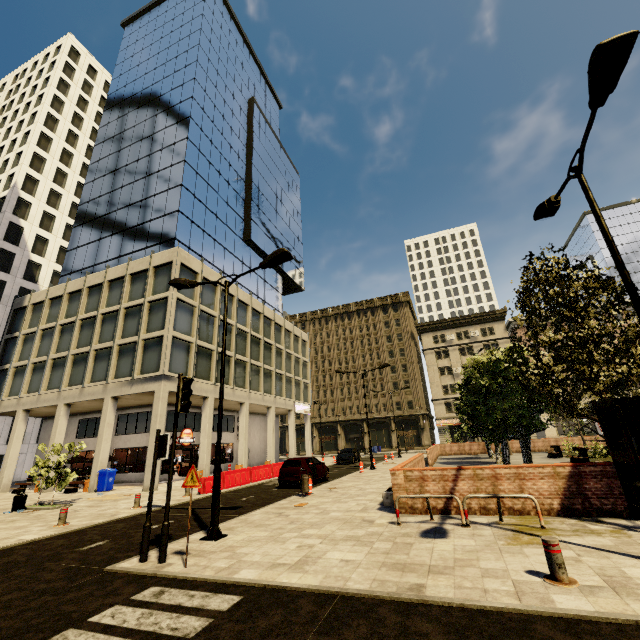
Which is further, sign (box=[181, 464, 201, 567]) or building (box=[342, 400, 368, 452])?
building (box=[342, 400, 368, 452])

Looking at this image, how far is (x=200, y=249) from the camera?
30.8 meters

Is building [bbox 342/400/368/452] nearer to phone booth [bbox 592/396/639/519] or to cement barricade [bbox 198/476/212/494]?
cement barricade [bbox 198/476/212/494]

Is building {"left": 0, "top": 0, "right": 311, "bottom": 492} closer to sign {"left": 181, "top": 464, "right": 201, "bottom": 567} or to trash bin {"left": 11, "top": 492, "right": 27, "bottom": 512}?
trash bin {"left": 11, "top": 492, "right": 27, "bottom": 512}

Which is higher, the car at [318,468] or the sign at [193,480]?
the sign at [193,480]

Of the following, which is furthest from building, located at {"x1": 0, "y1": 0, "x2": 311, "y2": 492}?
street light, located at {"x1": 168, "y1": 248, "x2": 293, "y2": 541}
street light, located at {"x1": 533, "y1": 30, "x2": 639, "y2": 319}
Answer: street light, located at {"x1": 533, "y1": 30, "x2": 639, "y2": 319}

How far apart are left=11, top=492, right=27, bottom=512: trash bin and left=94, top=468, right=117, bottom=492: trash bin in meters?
5.6 m

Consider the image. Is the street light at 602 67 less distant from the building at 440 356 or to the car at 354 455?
the building at 440 356
